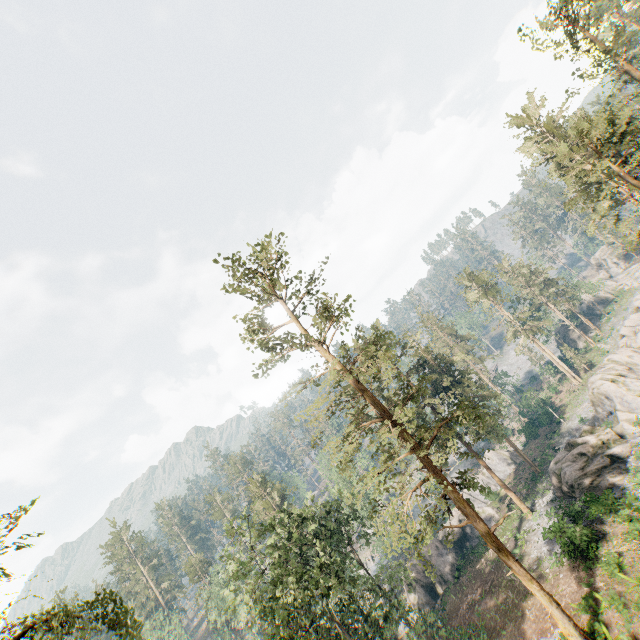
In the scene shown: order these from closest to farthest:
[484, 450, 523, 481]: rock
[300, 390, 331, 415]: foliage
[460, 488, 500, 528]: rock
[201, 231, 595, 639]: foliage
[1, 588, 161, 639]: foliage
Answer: [1, 588, 161, 639]: foliage < [300, 390, 331, 415]: foliage < [201, 231, 595, 639]: foliage < [460, 488, 500, 528]: rock < [484, 450, 523, 481]: rock

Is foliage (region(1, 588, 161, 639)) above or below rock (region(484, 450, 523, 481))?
above

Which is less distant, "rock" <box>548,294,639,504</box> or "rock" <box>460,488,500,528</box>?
"rock" <box>548,294,639,504</box>

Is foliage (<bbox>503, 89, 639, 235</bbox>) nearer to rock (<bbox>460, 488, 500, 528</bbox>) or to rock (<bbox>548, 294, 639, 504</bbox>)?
rock (<bbox>460, 488, 500, 528</bbox>)

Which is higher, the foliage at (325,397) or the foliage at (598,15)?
the foliage at (598,15)

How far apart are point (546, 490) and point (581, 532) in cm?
1508

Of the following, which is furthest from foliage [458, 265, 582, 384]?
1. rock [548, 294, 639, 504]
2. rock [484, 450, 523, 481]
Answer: rock [548, 294, 639, 504]

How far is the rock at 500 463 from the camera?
48.6m
